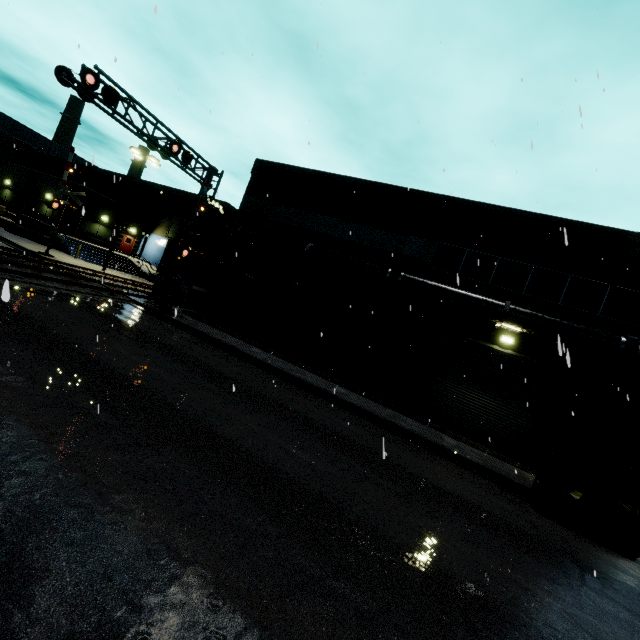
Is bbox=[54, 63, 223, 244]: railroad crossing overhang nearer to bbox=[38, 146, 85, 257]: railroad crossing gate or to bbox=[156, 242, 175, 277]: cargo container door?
bbox=[156, 242, 175, 277]: cargo container door

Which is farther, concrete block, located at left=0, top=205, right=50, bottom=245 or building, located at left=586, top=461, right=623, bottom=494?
concrete block, located at left=0, top=205, right=50, bottom=245

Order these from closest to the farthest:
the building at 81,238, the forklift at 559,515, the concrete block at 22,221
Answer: the forklift at 559,515 → the concrete block at 22,221 → the building at 81,238

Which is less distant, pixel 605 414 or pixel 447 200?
pixel 605 414

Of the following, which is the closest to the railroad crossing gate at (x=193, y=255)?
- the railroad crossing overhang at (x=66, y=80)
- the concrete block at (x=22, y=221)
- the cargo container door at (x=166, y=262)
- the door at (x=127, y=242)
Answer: the railroad crossing overhang at (x=66, y=80)

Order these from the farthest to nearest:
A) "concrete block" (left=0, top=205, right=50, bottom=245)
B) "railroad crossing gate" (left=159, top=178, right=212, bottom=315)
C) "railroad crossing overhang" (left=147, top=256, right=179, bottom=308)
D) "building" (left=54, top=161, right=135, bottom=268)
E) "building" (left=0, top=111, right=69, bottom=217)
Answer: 1. "building" (left=0, top=111, right=69, bottom=217)
2. "building" (left=54, top=161, right=135, bottom=268)
3. "concrete block" (left=0, top=205, right=50, bottom=245)
4. "railroad crossing overhang" (left=147, top=256, right=179, bottom=308)
5. "railroad crossing gate" (left=159, top=178, right=212, bottom=315)

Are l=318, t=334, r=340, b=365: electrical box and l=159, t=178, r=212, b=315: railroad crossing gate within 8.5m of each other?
yes

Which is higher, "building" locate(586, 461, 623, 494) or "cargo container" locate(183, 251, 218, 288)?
"cargo container" locate(183, 251, 218, 288)
